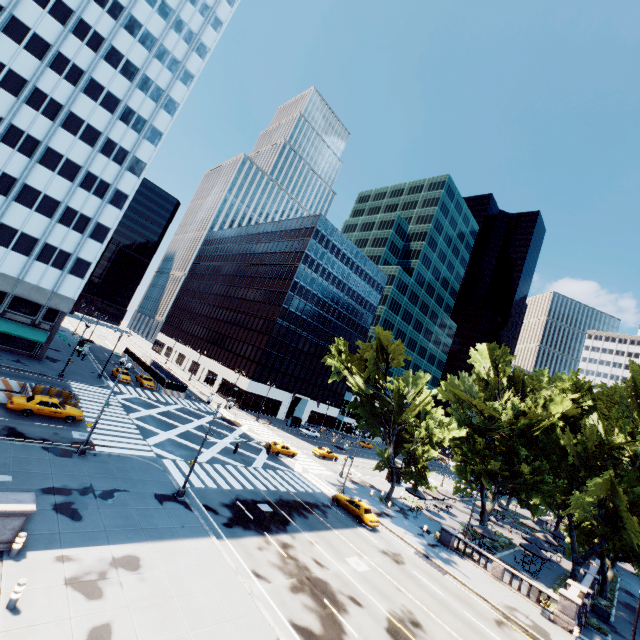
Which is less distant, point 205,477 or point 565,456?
point 205,477

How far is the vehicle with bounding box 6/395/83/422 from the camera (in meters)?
25.39

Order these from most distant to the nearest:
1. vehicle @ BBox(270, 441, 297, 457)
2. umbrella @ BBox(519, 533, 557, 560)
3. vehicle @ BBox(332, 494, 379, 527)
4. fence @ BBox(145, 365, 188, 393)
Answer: fence @ BBox(145, 365, 188, 393) → vehicle @ BBox(270, 441, 297, 457) → umbrella @ BBox(519, 533, 557, 560) → vehicle @ BBox(332, 494, 379, 527)

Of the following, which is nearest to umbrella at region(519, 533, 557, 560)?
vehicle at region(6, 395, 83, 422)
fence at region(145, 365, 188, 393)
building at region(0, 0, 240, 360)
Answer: vehicle at region(6, 395, 83, 422)

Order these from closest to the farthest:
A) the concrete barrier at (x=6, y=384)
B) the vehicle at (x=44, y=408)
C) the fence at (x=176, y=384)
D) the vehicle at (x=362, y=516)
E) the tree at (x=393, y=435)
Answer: the vehicle at (x=44, y=408) < the concrete barrier at (x=6, y=384) < the vehicle at (x=362, y=516) < the tree at (x=393, y=435) < the fence at (x=176, y=384)

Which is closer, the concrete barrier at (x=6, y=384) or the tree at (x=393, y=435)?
the concrete barrier at (x=6, y=384)

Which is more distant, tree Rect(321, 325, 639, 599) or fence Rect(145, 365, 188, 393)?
fence Rect(145, 365, 188, 393)

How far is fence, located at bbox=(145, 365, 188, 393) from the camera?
52.38m
